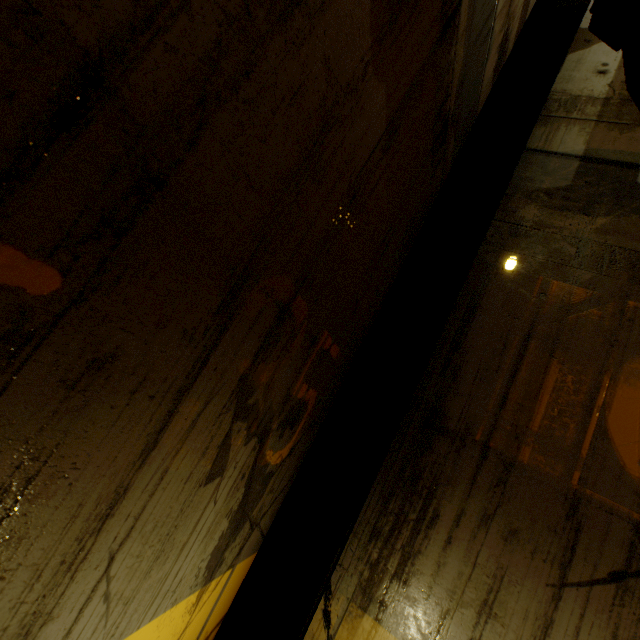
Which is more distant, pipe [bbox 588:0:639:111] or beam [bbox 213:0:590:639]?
beam [bbox 213:0:590:639]

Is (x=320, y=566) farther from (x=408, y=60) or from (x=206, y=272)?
(x=408, y=60)

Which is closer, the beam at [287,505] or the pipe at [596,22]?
the pipe at [596,22]
